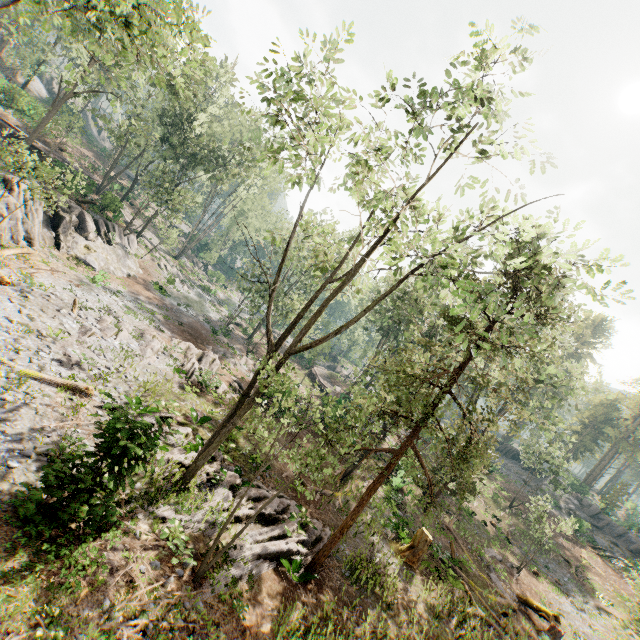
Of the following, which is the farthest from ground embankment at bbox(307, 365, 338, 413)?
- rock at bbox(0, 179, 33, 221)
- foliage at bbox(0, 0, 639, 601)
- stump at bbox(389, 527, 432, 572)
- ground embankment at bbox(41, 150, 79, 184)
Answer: ground embankment at bbox(41, 150, 79, 184)

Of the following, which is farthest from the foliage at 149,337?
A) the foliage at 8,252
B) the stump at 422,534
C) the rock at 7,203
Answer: the stump at 422,534

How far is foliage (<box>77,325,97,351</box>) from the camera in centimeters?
1509cm

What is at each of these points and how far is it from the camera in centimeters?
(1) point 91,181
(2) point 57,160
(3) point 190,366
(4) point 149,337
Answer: (1) ground embankment, 3234cm
(2) ground embankment, 3014cm
(3) foliage, 2003cm
(4) foliage, 2036cm

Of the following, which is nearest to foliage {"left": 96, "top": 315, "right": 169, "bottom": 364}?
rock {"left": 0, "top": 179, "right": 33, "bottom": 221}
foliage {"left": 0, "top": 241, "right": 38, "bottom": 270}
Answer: rock {"left": 0, "top": 179, "right": 33, "bottom": 221}

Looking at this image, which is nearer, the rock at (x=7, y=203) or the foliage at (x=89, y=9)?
the foliage at (x=89, y=9)

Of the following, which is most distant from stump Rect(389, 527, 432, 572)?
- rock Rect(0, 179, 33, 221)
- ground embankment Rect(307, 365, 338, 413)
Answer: rock Rect(0, 179, 33, 221)
